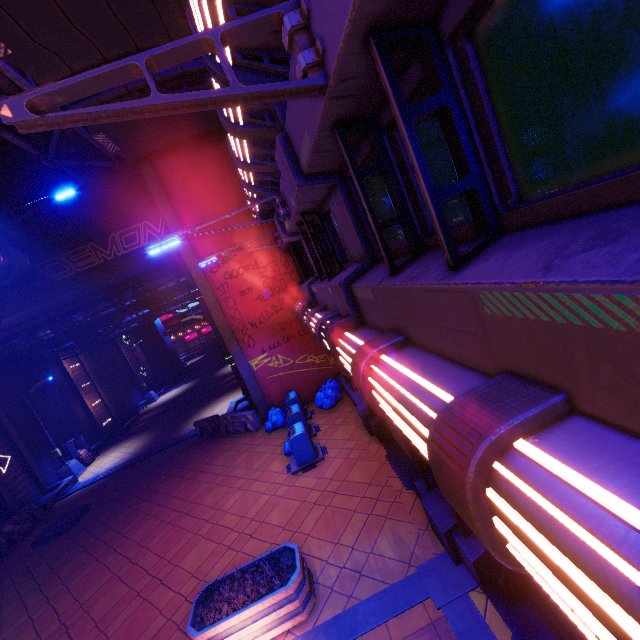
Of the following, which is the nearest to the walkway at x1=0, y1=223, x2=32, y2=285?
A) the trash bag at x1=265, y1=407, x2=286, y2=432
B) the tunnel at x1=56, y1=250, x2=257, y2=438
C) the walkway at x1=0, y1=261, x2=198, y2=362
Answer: the walkway at x1=0, y1=261, x2=198, y2=362

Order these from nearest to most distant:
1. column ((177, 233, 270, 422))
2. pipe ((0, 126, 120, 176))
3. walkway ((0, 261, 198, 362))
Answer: pipe ((0, 126, 120, 176))
column ((177, 233, 270, 422))
walkway ((0, 261, 198, 362))

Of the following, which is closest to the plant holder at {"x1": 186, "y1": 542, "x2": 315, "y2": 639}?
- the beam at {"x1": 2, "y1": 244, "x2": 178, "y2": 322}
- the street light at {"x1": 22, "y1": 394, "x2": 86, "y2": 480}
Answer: the beam at {"x1": 2, "y1": 244, "x2": 178, "y2": 322}

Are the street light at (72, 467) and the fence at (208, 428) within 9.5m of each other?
no

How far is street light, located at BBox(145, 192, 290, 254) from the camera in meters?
7.0 m

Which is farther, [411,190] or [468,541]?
[468,541]

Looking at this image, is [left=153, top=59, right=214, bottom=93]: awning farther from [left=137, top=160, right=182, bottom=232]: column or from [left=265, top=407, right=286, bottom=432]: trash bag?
[left=265, top=407, right=286, bottom=432]: trash bag

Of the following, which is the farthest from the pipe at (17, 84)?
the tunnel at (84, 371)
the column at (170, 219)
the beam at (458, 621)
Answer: the beam at (458, 621)
